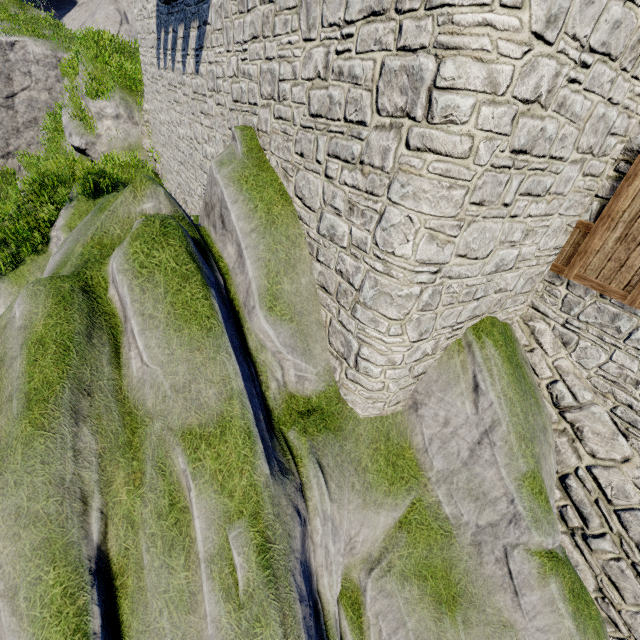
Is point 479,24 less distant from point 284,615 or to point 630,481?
point 284,615
